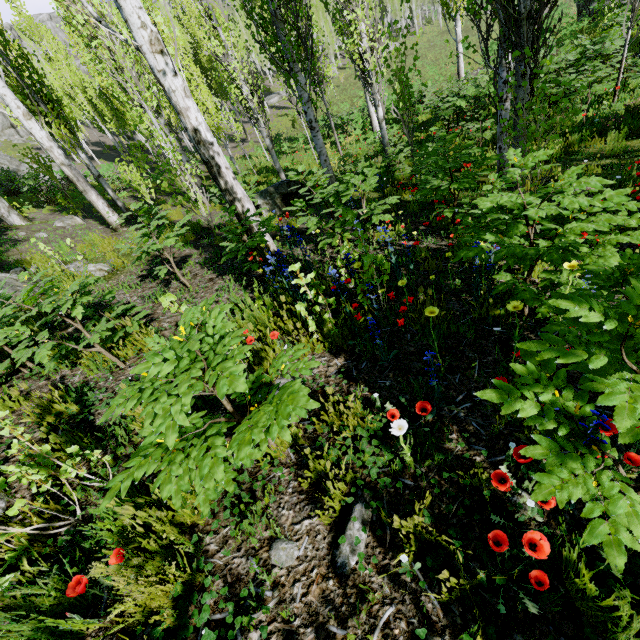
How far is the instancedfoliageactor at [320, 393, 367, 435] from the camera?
2.03m

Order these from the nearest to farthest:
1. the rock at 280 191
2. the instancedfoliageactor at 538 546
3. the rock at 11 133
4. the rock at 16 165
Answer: the instancedfoliageactor at 538 546, the rock at 280 191, the rock at 16 165, the rock at 11 133

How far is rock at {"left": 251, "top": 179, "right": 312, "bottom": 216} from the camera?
8.68m

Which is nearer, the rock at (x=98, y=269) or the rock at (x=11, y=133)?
the rock at (x=98, y=269)

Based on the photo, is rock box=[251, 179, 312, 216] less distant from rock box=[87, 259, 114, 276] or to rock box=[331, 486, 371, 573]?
rock box=[87, 259, 114, 276]

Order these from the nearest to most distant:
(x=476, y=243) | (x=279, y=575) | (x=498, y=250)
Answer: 1. (x=279, y=575)
2. (x=498, y=250)
3. (x=476, y=243)

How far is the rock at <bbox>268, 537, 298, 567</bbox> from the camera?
1.6 meters
